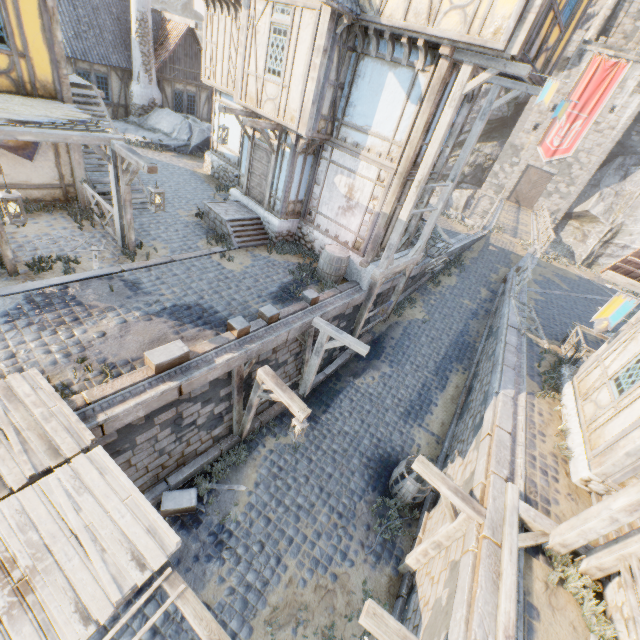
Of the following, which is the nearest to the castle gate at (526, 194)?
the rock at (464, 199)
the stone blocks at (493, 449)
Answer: the rock at (464, 199)

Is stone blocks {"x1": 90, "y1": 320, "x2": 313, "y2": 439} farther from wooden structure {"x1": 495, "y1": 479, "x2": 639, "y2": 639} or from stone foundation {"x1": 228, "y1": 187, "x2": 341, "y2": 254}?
stone foundation {"x1": 228, "y1": 187, "x2": 341, "y2": 254}

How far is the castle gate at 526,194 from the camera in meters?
34.8

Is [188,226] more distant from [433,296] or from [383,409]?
[433,296]

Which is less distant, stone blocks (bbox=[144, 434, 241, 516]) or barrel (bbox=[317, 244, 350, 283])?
stone blocks (bbox=[144, 434, 241, 516])

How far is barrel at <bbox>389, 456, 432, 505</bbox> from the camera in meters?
8.6

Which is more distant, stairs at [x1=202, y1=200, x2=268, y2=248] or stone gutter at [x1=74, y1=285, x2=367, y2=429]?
stairs at [x1=202, y1=200, x2=268, y2=248]

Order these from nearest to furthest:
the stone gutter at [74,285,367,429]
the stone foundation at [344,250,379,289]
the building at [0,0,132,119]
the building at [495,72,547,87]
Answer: the stone gutter at [74,285,367,429], the building at [0,0,132,119], the building at [495,72,547,87], the stone foundation at [344,250,379,289]
